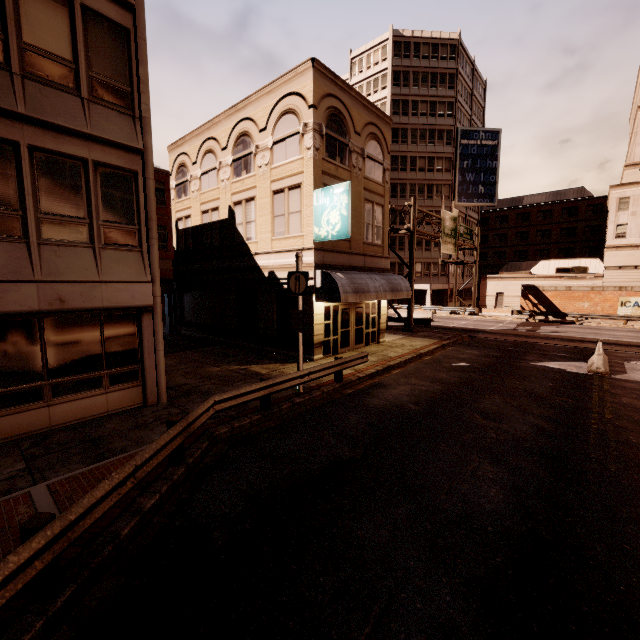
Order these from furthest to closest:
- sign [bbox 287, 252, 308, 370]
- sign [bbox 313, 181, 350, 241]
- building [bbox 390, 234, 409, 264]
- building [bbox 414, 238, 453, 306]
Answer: building [bbox 390, 234, 409, 264], building [bbox 414, 238, 453, 306], sign [bbox 313, 181, 350, 241], sign [bbox 287, 252, 308, 370]

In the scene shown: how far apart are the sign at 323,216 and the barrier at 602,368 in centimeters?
1173cm

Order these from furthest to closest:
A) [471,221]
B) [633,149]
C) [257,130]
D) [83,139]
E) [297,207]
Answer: [471,221] → [633,149] → [257,130] → [297,207] → [83,139]

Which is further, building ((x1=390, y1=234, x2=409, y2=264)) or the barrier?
building ((x1=390, y1=234, x2=409, y2=264))

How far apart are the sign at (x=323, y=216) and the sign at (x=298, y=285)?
3.5 meters

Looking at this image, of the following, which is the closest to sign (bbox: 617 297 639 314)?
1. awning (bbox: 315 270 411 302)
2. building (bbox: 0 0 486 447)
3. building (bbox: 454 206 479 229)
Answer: building (bbox: 454 206 479 229)

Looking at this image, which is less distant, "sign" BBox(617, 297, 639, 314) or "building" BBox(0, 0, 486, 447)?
"building" BBox(0, 0, 486, 447)

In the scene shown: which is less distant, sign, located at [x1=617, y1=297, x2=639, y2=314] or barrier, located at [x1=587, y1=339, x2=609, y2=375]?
barrier, located at [x1=587, y1=339, x2=609, y2=375]
